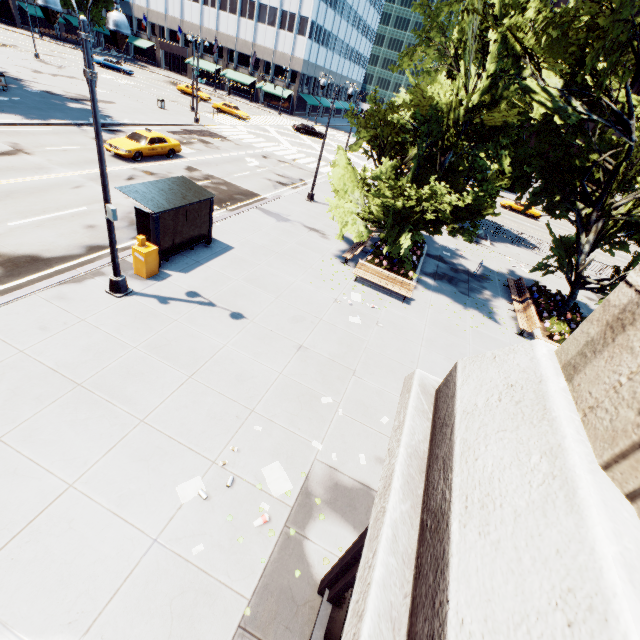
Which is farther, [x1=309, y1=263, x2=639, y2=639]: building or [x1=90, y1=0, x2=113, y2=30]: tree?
[x1=90, y1=0, x2=113, y2=30]: tree

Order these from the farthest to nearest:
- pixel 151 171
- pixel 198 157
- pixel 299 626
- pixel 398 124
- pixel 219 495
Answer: pixel 198 157 → pixel 151 171 → pixel 398 124 → pixel 219 495 → pixel 299 626

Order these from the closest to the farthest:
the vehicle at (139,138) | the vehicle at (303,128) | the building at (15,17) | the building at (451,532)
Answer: the building at (451,532) < the vehicle at (139,138) < the vehicle at (303,128) < the building at (15,17)

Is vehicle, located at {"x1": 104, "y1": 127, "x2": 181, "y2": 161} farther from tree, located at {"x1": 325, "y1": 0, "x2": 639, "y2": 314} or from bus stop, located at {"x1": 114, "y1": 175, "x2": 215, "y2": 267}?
tree, located at {"x1": 325, "y1": 0, "x2": 639, "y2": 314}

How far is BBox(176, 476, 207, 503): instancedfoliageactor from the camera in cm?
651

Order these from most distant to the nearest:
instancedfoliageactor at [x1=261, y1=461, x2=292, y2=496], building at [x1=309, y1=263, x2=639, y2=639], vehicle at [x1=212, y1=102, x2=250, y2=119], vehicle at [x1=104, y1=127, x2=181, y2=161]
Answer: vehicle at [x1=212, y1=102, x2=250, y2=119] → vehicle at [x1=104, y1=127, x2=181, y2=161] → instancedfoliageactor at [x1=261, y1=461, x2=292, y2=496] → building at [x1=309, y1=263, x2=639, y2=639]

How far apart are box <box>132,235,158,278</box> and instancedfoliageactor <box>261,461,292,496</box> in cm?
818

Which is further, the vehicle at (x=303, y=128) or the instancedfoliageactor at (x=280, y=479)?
the vehicle at (x=303, y=128)
